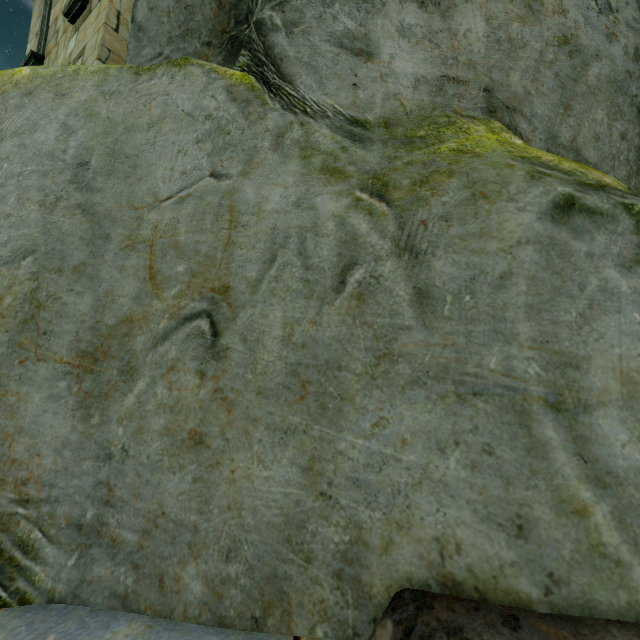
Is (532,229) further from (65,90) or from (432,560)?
(65,90)
